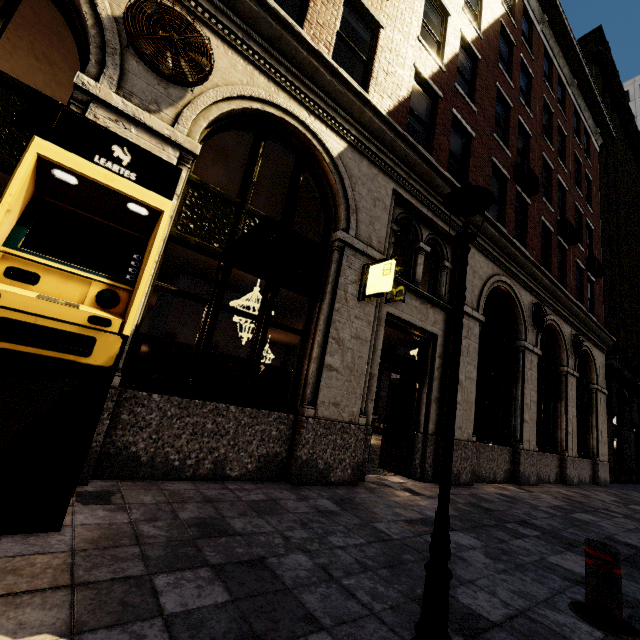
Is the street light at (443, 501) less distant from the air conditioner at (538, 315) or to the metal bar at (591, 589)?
the metal bar at (591, 589)

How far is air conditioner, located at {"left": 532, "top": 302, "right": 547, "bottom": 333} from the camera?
10.6 meters

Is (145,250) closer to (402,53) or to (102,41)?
(102,41)

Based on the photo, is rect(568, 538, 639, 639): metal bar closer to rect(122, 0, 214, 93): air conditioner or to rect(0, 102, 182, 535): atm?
rect(0, 102, 182, 535): atm

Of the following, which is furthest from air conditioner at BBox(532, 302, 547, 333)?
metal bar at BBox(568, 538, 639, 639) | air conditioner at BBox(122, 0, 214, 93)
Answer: air conditioner at BBox(122, 0, 214, 93)

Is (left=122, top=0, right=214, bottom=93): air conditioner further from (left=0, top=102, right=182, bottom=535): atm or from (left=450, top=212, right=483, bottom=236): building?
(left=0, top=102, right=182, bottom=535): atm

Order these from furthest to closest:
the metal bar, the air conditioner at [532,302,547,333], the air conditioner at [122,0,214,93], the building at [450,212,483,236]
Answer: the air conditioner at [532,302,547,333]
the building at [450,212,483,236]
the air conditioner at [122,0,214,93]
the metal bar

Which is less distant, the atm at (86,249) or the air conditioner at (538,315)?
the atm at (86,249)
